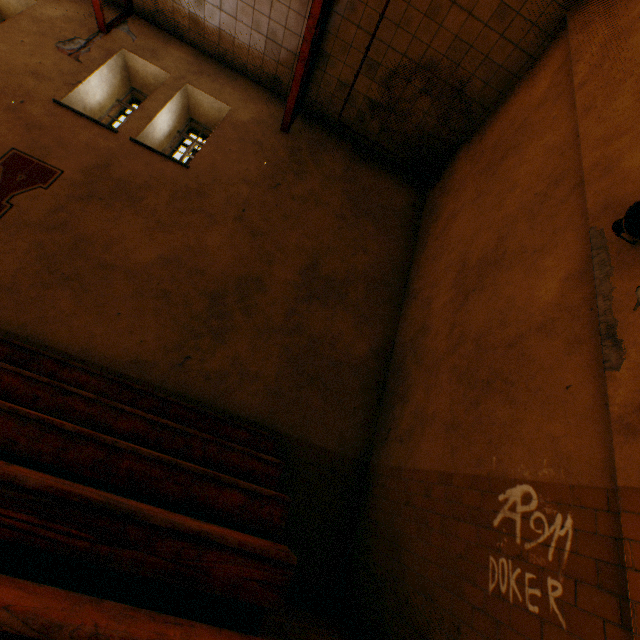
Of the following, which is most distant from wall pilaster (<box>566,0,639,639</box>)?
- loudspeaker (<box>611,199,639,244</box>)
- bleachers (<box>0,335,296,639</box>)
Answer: bleachers (<box>0,335,296,639</box>)

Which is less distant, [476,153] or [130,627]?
[130,627]

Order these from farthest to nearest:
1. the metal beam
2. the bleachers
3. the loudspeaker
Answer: the metal beam
the loudspeaker
the bleachers

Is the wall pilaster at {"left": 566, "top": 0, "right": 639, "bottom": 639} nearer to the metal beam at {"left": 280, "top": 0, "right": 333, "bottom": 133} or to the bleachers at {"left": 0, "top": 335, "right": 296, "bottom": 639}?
the bleachers at {"left": 0, "top": 335, "right": 296, "bottom": 639}

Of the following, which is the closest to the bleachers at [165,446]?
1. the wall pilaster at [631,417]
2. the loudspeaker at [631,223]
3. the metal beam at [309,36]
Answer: the wall pilaster at [631,417]

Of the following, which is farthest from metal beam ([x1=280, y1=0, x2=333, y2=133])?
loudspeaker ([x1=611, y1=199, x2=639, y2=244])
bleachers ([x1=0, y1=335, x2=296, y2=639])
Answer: bleachers ([x1=0, y1=335, x2=296, y2=639])

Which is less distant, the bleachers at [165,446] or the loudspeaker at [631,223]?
the bleachers at [165,446]

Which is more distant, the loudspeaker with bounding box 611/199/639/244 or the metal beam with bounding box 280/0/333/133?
the metal beam with bounding box 280/0/333/133
